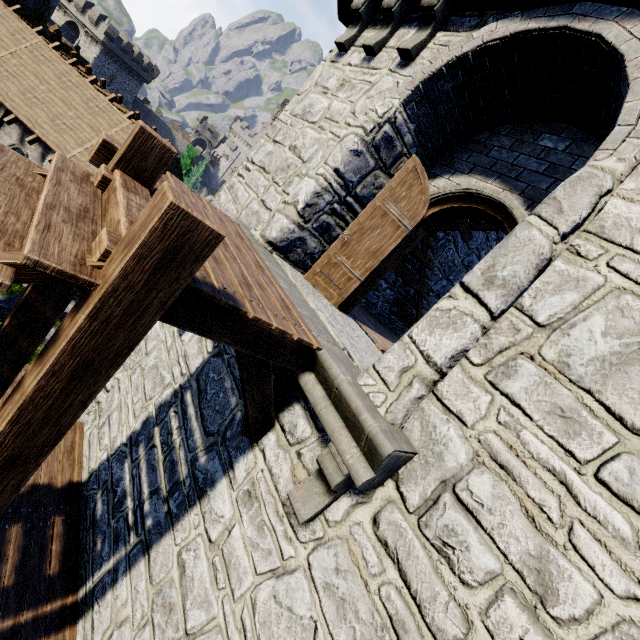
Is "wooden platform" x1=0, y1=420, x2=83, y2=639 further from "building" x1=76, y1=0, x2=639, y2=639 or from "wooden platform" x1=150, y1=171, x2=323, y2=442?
"wooden platform" x1=150, y1=171, x2=323, y2=442

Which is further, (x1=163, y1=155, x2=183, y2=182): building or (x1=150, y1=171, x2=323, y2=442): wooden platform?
(x1=163, y1=155, x2=183, y2=182): building

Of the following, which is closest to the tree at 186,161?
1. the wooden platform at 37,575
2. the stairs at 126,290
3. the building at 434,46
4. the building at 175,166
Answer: the building at 175,166

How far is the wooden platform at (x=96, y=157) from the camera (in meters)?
2.70

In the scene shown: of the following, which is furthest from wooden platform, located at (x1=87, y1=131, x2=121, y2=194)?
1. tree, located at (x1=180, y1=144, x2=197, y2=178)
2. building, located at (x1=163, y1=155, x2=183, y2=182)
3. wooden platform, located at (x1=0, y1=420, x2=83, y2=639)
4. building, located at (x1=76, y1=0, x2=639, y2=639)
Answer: tree, located at (x1=180, y1=144, x2=197, y2=178)

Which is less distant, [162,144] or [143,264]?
[143,264]

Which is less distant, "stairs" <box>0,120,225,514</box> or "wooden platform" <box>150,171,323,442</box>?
"stairs" <box>0,120,225,514</box>

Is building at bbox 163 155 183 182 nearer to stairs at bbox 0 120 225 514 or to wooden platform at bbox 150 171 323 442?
stairs at bbox 0 120 225 514
